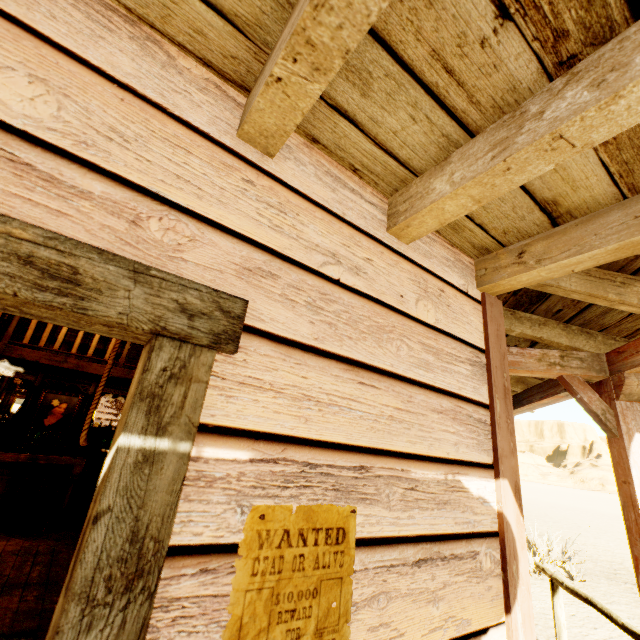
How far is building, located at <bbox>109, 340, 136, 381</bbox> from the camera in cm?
815

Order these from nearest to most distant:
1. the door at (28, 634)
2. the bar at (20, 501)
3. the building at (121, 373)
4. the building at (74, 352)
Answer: the door at (28, 634) < the bar at (20, 501) < the building at (74, 352) < the building at (121, 373)

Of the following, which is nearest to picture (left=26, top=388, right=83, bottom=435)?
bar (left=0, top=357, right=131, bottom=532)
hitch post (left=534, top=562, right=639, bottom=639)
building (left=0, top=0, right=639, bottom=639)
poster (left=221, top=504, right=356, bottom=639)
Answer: bar (left=0, top=357, right=131, bottom=532)

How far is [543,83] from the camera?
0.9m

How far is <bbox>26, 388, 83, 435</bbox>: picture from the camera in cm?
745

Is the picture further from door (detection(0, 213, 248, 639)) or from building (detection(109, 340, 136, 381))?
door (detection(0, 213, 248, 639))

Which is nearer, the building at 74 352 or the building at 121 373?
the building at 74 352

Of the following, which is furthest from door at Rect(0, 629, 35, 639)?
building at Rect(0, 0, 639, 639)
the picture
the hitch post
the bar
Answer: the picture
